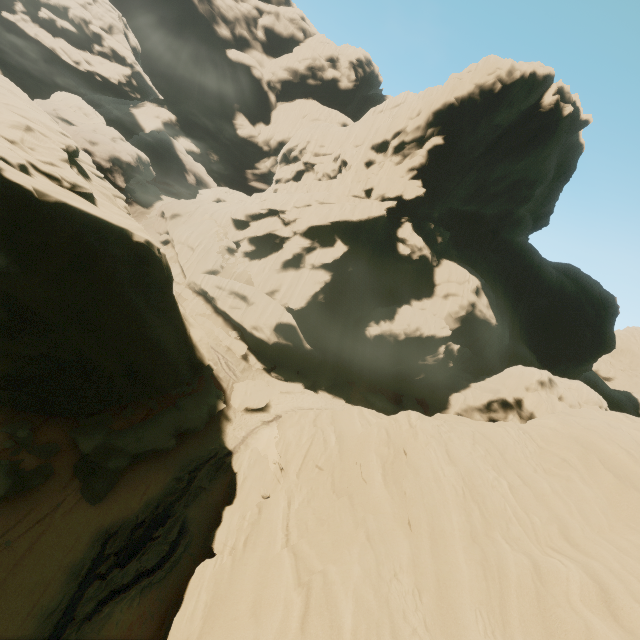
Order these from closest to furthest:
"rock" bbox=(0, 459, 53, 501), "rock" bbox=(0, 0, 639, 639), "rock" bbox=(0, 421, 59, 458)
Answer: "rock" bbox=(0, 0, 639, 639) < "rock" bbox=(0, 459, 53, 501) < "rock" bbox=(0, 421, 59, 458)

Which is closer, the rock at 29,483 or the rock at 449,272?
the rock at 449,272

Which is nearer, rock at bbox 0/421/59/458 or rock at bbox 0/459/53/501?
rock at bbox 0/459/53/501

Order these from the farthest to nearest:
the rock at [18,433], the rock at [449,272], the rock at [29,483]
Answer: the rock at [18,433], the rock at [29,483], the rock at [449,272]

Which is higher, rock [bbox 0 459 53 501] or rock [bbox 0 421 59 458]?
rock [bbox 0 421 59 458]

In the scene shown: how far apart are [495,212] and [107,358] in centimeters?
5017cm
